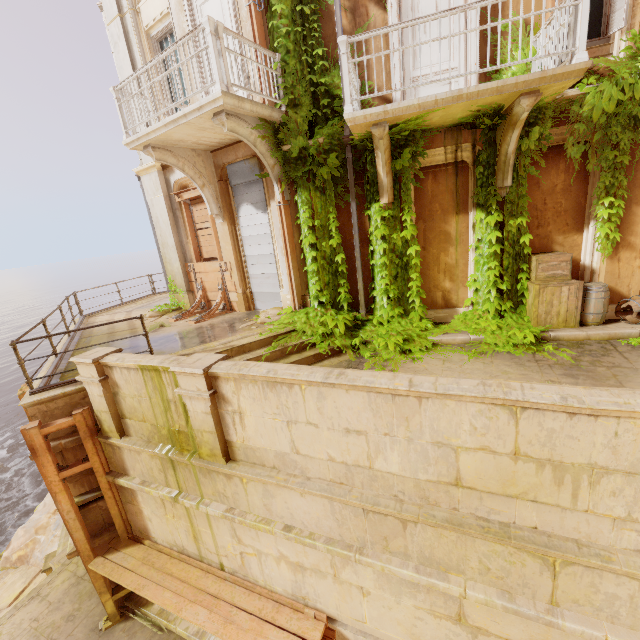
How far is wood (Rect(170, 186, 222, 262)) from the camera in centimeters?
973cm

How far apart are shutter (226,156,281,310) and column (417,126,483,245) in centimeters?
348cm

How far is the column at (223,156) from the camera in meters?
8.3 m

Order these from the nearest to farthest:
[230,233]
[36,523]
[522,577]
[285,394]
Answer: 1. [522,577]
2. [285,394]
3. [230,233]
4. [36,523]

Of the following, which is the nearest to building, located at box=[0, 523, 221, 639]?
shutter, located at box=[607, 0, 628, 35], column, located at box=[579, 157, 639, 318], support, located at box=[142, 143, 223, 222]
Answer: column, located at box=[579, 157, 639, 318]

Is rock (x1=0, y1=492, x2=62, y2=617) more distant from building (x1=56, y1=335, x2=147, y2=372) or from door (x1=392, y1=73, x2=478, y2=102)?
door (x1=392, y1=73, x2=478, y2=102)

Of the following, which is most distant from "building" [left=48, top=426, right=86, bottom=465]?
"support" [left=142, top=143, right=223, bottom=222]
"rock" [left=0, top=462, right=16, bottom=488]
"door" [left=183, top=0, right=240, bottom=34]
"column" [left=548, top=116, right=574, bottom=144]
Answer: "rock" [left=0, top=462, right=16, bottom=488]

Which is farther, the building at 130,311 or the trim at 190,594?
the building at 130,311
